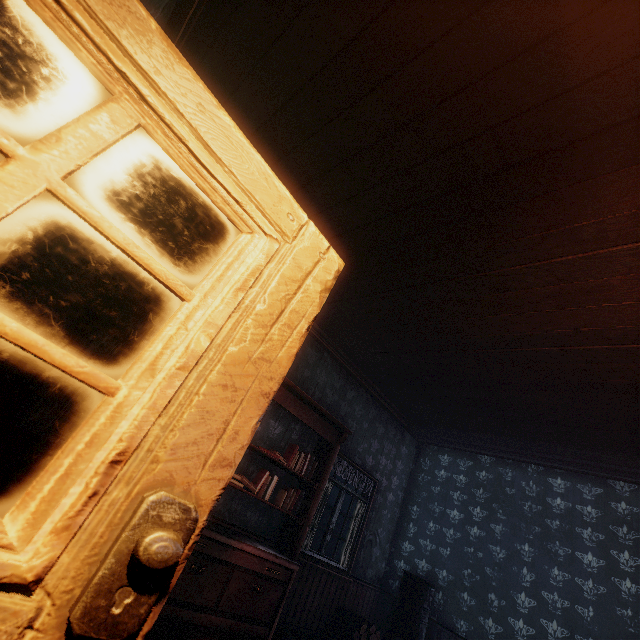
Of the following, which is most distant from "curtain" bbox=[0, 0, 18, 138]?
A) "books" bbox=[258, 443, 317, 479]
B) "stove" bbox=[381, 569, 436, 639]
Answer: "stove" bbox=[381, 569, 436, 639]

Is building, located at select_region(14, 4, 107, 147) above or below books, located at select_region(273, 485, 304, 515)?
above

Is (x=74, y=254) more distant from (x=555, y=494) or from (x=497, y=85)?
(x=555, y=494)

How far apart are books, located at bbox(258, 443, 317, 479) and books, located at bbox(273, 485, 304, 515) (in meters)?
0.25

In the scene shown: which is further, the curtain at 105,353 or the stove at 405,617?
the stove at 405,617

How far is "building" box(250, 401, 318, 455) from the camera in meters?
4.7 m

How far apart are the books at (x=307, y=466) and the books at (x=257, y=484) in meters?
0.2

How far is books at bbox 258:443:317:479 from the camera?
4.52m
